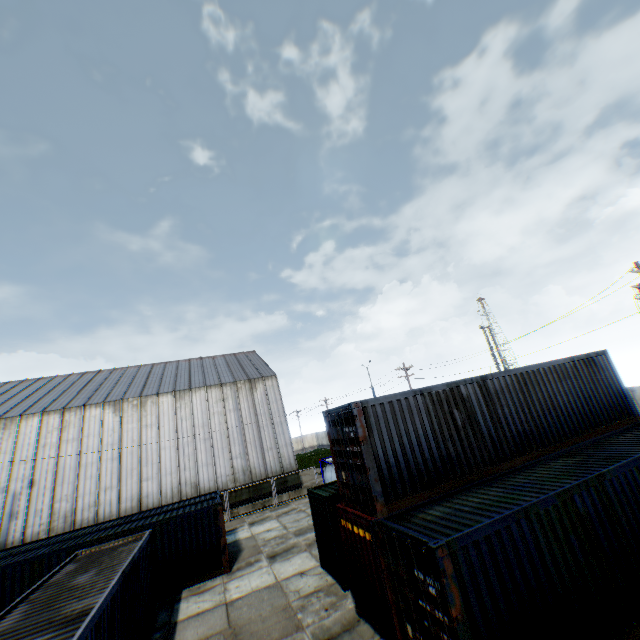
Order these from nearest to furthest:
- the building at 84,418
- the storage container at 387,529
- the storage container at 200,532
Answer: the storage container at 387,529 < the storage container at 200,532 < the building at 84,418

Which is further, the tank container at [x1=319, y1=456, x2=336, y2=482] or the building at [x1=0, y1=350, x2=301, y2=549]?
the building at [x1=0, y1=350, x2=301, y2=549]

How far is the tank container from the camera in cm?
2250

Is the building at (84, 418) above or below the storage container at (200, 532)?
above

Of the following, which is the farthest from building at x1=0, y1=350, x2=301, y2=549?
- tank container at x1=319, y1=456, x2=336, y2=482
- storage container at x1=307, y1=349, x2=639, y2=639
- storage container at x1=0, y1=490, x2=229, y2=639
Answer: storage container at x1=307, y1=349, x2=639, y2=639

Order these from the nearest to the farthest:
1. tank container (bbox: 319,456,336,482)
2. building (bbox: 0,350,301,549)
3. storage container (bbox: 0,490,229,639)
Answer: storage container (bbox: 0,490,229,639)
tank container (bbox: 319,456,336,482)
building (bbox: 0,350,301,549)

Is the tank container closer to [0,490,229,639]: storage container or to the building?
the building

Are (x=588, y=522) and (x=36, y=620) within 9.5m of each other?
no
